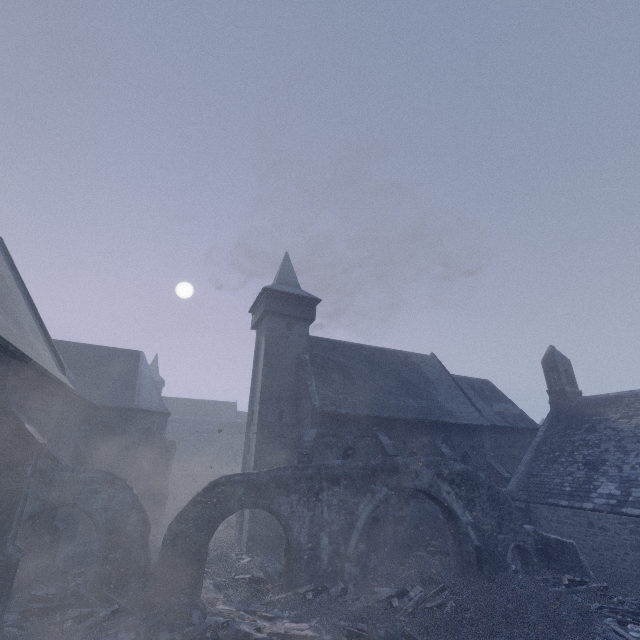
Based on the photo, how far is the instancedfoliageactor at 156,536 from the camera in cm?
1539

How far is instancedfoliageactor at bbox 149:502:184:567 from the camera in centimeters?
1539cm

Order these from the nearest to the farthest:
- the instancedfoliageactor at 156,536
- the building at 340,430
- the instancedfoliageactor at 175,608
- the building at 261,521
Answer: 1. the instancedfoliageactor at 175,608
2. the building at 340,430
3. the instancedfoliageactor at 156,536
4. the building at 261,521

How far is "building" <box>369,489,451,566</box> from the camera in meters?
15.9 m

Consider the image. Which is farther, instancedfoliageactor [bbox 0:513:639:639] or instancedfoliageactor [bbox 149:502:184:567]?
instancedfoliageactor [bbox 149:502:184:567]

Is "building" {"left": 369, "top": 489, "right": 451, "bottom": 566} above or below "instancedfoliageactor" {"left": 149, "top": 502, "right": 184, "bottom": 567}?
above

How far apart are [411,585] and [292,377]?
12.0 meters

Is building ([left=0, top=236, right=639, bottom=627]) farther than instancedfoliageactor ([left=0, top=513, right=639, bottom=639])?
Yes
